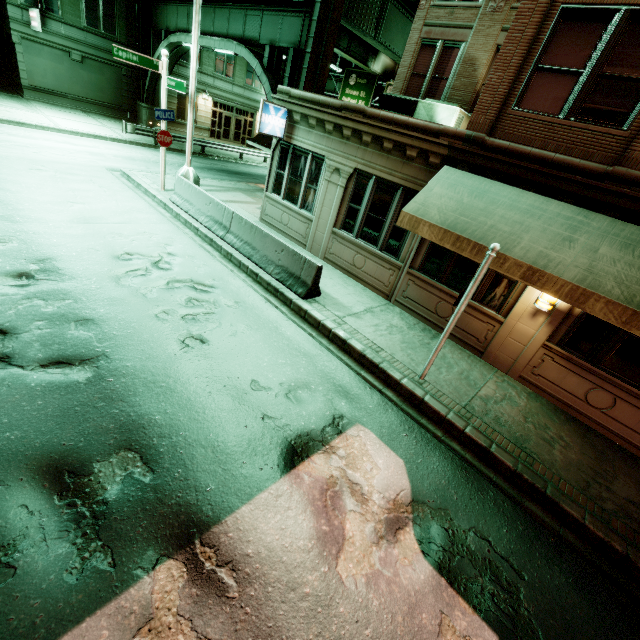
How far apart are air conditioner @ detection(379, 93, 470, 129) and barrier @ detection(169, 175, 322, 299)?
7.82m

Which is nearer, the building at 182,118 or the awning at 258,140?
the awning at 258,140

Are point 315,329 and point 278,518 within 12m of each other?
yes

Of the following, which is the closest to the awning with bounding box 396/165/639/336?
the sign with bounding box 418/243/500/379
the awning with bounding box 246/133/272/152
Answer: the sign with bounding box 418/243/500/379

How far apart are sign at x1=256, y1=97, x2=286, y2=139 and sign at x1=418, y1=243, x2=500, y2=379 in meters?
8.8 m

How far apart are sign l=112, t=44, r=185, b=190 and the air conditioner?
7.4 meters

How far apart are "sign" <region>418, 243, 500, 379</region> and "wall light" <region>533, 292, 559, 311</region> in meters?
2.4 m

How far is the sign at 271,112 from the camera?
10.6 meters
